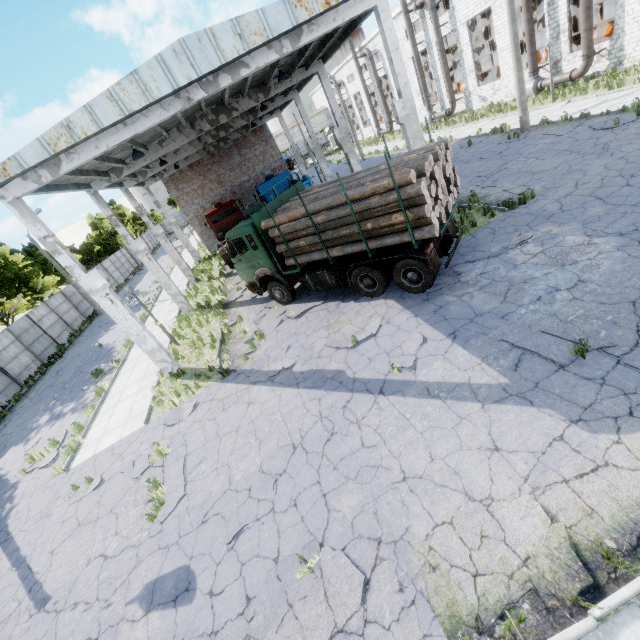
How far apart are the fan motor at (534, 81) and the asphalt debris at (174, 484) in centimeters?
3274cm

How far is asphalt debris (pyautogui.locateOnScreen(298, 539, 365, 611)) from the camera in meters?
4.5

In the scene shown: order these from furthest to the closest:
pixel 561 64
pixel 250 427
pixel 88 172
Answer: pixel 561 64, pixel 88 172, pixel 250 427

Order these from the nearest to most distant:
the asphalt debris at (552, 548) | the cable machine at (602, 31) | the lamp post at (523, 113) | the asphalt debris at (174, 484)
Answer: the asphalt debris at (552, 548) < the asphalt debris at (174, 484) < the lamp post at (523, 113) < the cable machine at (602, 31)

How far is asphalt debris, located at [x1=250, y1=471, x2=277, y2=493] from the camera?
6.65m

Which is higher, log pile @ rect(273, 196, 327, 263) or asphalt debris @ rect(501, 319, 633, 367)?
log pile @ rect(273, 196, 327, 263)

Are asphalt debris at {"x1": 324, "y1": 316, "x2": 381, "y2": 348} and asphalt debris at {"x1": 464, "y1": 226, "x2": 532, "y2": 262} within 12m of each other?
yes

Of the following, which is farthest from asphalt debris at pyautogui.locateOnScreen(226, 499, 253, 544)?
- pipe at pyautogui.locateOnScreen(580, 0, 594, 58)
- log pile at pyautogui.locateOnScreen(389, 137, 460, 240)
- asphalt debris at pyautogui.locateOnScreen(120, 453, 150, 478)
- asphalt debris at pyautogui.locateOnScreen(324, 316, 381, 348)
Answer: pipe at pyautogui.locateOnScreen(580, 0, 594, 58)
